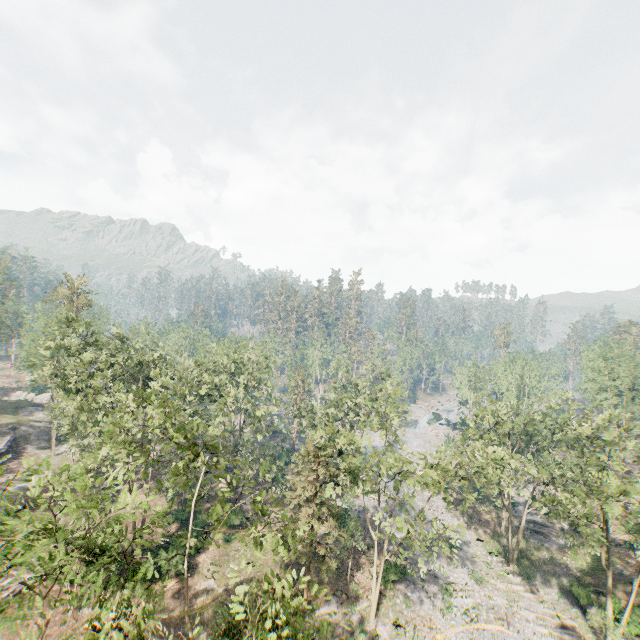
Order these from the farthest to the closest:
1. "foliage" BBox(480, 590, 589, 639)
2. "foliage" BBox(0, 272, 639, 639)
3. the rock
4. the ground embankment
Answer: the rock < the ground embankment < "foliage" BBox(480, 590, 589, 639) < "foliage" BBox(0, 272, 639, 639)

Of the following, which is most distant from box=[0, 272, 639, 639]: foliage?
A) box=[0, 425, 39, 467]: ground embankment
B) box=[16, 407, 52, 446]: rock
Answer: box=[0, 425, 39, 467]: ground embankment

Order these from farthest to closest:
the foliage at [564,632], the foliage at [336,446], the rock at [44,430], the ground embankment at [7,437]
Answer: the rock at [44,430], the ground embankment at [7,437], the foliage at [564,632], the foliage at [336,446]

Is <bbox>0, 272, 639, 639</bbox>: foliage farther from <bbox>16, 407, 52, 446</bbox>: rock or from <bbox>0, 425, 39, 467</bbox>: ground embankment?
<bbox>0, 425, 39, 467</bbox>: ground embankment

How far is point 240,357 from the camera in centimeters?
4062cm

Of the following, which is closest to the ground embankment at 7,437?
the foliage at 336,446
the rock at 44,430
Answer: the rock at 44,430
